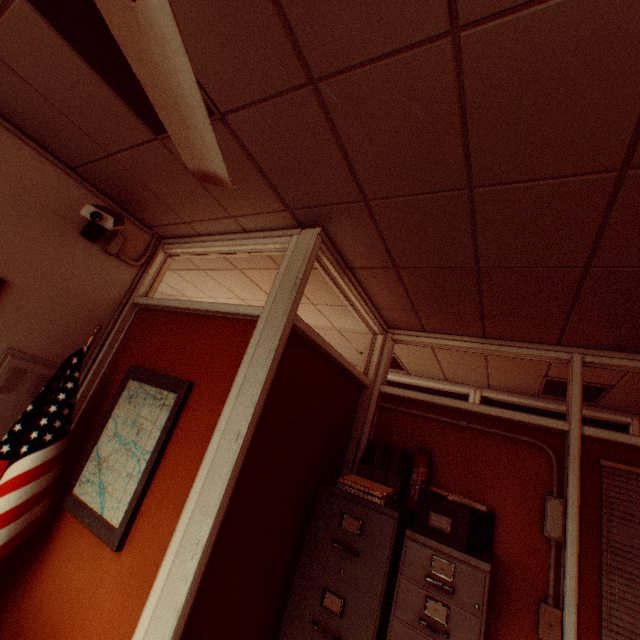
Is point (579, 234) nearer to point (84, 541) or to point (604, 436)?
point (604, 436)

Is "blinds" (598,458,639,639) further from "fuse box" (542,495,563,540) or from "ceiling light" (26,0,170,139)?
"ceiling light" (26,0,170,139)

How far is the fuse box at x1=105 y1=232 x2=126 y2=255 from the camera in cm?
268

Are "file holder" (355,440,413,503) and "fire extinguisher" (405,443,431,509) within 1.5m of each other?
yes

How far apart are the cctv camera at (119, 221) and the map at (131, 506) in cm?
104

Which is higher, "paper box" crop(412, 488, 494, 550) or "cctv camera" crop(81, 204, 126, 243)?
"cctv camera" crop(81, 204, 126, 243)

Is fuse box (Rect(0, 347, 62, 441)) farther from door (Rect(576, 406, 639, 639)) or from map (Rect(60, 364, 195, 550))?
door (Rect(576, 406, 639, 639))

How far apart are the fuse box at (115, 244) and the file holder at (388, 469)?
2.8 meters
